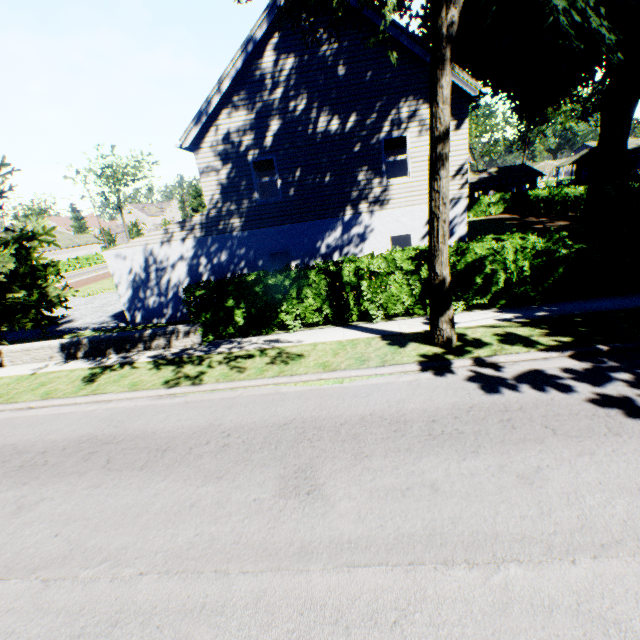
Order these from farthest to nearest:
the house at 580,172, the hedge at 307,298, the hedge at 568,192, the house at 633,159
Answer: the house at 580,172 < the house at 633,159 < the hedge at 568,192 < the hedge at 307,298

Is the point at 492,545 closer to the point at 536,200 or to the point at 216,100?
the point at 216,100

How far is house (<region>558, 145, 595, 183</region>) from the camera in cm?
5267

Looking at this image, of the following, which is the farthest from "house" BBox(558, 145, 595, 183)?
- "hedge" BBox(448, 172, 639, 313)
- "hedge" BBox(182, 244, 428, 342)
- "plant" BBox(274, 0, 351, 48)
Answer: "hedge" BBox(182, 244, 428, 342)

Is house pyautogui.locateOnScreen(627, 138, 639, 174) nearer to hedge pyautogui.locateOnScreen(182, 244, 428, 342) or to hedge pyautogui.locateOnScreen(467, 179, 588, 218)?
hedge pyautogui.locateOnScreen(467, 179, 588, 218)

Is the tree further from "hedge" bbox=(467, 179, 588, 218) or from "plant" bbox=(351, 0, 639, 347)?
"plant" bbox=(351, 0, 639, 347)

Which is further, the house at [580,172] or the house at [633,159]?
the house at [580,172]

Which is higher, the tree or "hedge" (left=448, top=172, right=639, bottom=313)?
the tree
